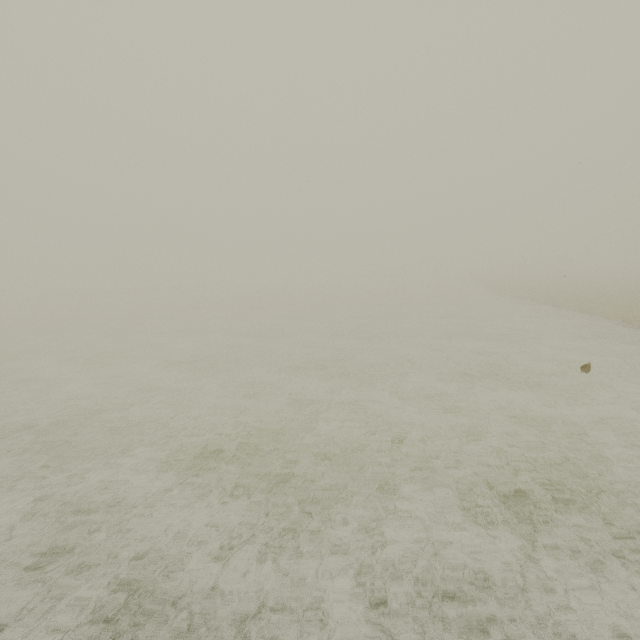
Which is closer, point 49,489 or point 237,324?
point 49,489
